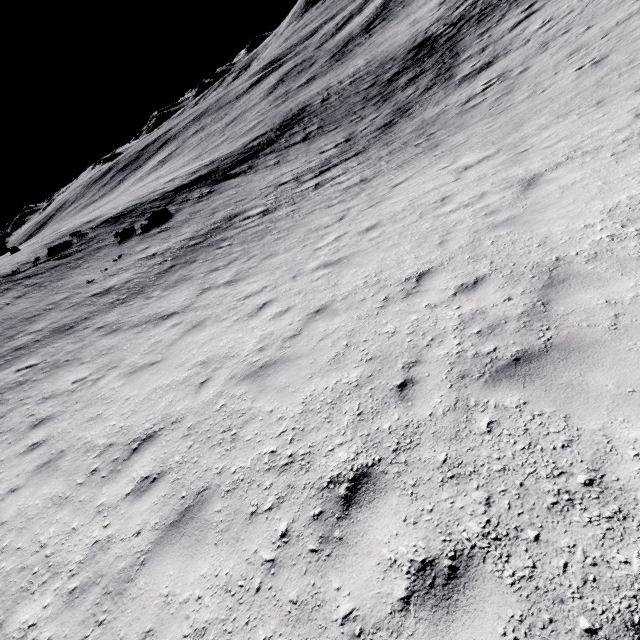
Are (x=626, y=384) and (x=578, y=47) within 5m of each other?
no
